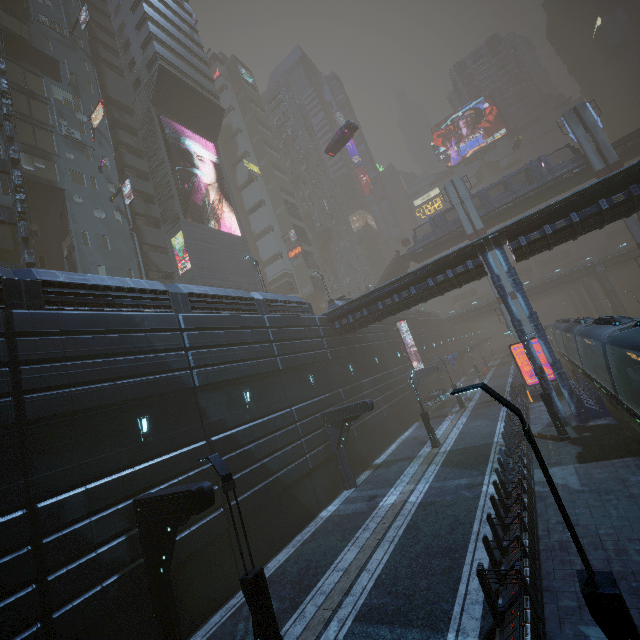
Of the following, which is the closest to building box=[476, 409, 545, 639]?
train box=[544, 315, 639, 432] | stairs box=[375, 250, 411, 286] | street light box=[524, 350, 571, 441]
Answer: train box=[544, 315, 639, 432]

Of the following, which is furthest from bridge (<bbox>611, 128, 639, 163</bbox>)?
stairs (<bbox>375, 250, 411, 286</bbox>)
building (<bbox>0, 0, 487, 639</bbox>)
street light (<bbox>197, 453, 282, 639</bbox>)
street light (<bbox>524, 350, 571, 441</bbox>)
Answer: street light (<bbox>197, 453, 282, 639</bbox>)

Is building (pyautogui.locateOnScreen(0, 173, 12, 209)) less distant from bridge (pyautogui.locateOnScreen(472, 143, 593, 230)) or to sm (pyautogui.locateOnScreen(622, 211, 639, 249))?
sm (pyautogui.locateOnScreen(622, 211, 639, 249))

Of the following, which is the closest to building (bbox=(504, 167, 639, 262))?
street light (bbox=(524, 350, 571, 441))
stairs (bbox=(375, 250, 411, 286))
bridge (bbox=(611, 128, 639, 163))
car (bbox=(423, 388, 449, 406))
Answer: car (bbox=(423, 388, 449, 406))

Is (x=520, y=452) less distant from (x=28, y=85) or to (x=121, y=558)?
(x=121, y=558)

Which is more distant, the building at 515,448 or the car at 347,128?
the car at 347,128

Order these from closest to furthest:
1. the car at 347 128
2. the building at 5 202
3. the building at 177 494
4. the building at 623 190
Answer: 1. the building at 177 494
2. the building at 623 190
3. the building at 5 202
4. the car at 347 128

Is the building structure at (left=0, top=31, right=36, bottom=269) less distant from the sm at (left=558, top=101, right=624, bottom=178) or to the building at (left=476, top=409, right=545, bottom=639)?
the building at (left=476, top=409, right=545, bottom=639)
